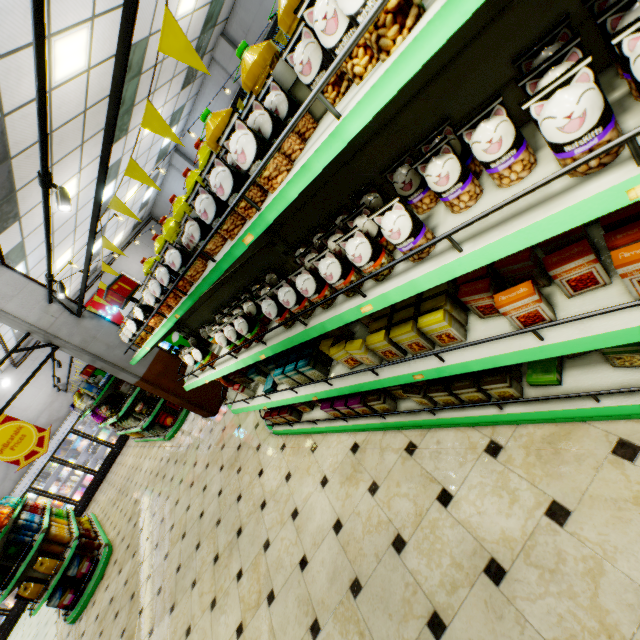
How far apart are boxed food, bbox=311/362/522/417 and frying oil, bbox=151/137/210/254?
1.7m

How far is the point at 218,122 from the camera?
1.75m

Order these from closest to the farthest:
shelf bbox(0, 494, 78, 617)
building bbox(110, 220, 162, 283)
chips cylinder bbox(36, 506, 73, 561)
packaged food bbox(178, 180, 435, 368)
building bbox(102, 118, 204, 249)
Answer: packaged food bbox(178, 180, 435, 368), shelf bbox(0, 494, 78, 617), chips cylinder bbox(36, 506, 73, 561), building bbox(102, 118, 204, 249), building bbox(110, 220, 162, 283)

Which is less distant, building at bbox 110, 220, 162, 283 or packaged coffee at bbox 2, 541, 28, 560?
packaged coffee at bbox 2, 541, 28, 560

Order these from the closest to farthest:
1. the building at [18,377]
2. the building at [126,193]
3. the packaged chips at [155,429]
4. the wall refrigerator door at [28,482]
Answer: the packaged chips at [155,429] < the building at [126,193] < the wall refrigerator door at [28,482] < the building at [18,377]

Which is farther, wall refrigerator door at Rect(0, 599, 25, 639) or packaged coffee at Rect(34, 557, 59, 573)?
wall refrigerator door at Rect(0, 599, 25, 639)

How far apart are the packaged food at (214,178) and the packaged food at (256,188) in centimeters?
12cm

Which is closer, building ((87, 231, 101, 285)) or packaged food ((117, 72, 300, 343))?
packaged food ((117, 72, 300, 343))
